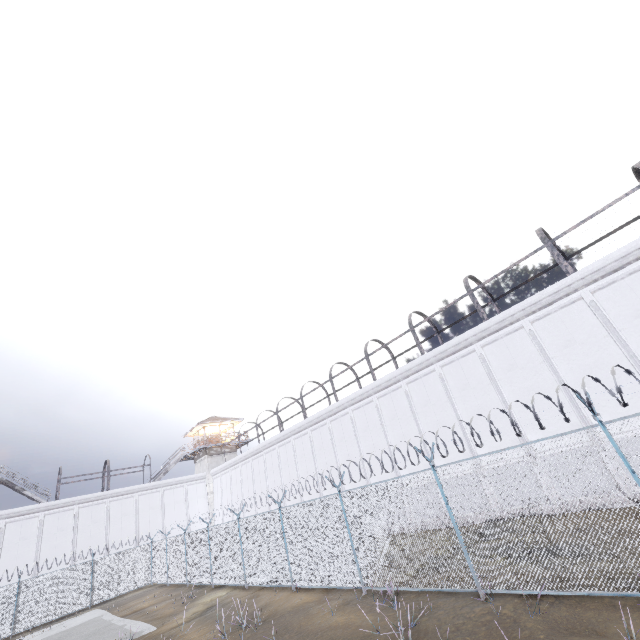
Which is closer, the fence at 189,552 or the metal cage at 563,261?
the fence at 189,552

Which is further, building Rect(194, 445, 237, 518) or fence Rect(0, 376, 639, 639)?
building Rect(194, 445, 237, 518)

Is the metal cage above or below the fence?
above

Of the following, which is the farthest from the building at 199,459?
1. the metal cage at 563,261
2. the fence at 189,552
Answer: the metal cage at 563,261

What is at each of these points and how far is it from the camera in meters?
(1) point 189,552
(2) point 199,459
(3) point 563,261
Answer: (1) fence, 20.3
(2) building, 40.5
(3) metal cage, 14.2

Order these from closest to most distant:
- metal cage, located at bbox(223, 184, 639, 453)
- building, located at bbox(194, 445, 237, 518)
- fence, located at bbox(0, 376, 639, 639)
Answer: fence, located at bbox(0, 376, 639, 639) → metal cage, located at bbox(223, 184, 639, 453) → building, located at bbox(194, 445, 237, 518)

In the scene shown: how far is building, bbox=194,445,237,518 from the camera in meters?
37.2

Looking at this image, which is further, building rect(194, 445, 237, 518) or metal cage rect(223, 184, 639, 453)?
building rect(194, 445, 237, 518)
